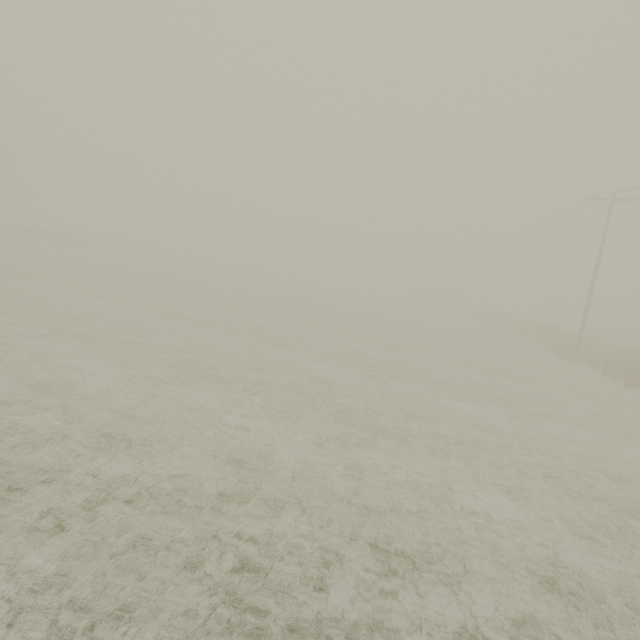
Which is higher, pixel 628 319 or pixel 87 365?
pixel 628 319
